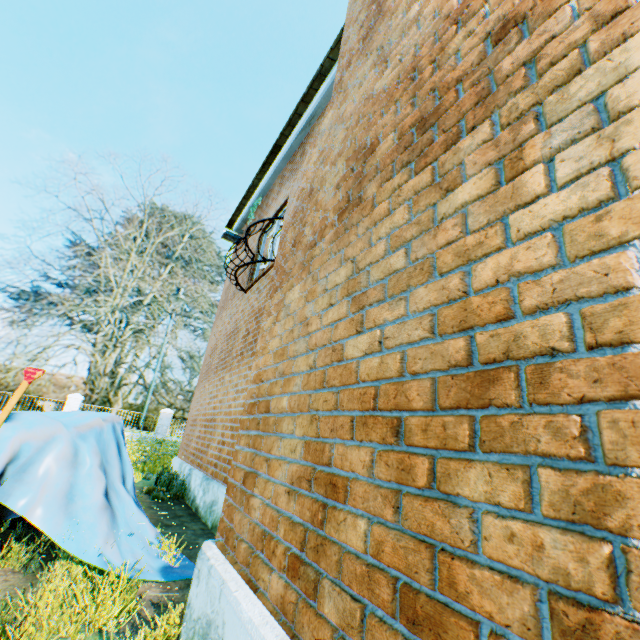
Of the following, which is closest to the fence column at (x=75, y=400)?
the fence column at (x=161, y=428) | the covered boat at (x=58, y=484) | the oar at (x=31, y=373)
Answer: the fence column at (x=161, y=428)

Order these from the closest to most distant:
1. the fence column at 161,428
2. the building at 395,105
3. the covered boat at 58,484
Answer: the building at 395,105, the covered boat at 58,484, the fence column at 161,428

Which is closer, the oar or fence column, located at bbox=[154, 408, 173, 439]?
the oar

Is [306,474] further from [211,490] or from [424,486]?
[211,490]

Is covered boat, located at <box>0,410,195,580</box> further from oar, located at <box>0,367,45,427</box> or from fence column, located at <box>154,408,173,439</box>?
fence column, located at <box>154,408,173,439</box>

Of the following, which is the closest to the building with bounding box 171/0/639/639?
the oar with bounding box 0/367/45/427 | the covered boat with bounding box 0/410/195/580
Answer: the covered boat with bounding box 0/410/195/580

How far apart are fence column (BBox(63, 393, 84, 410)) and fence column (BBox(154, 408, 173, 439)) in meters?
4.7 m
